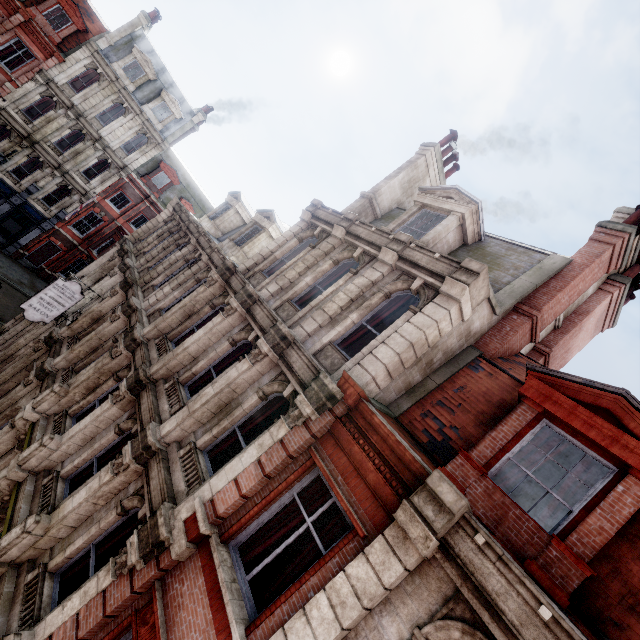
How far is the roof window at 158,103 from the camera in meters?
28.3

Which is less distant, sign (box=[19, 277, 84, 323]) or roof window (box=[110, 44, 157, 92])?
sign (box=[19, 277, 84, 323])

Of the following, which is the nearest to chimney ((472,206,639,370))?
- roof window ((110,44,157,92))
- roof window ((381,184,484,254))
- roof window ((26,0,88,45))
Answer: roof window ((381,184,484,254))

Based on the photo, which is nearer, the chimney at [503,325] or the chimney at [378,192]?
the chimney at [503,325]

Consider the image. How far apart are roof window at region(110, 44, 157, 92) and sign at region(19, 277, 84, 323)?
22.6m

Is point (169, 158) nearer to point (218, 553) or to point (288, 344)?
point (288, 344)

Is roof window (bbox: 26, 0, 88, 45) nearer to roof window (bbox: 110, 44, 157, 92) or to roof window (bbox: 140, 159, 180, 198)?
roof window (bbox: 110, 44, 157, 92)

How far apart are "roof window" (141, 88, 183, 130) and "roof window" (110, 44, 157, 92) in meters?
0.6
